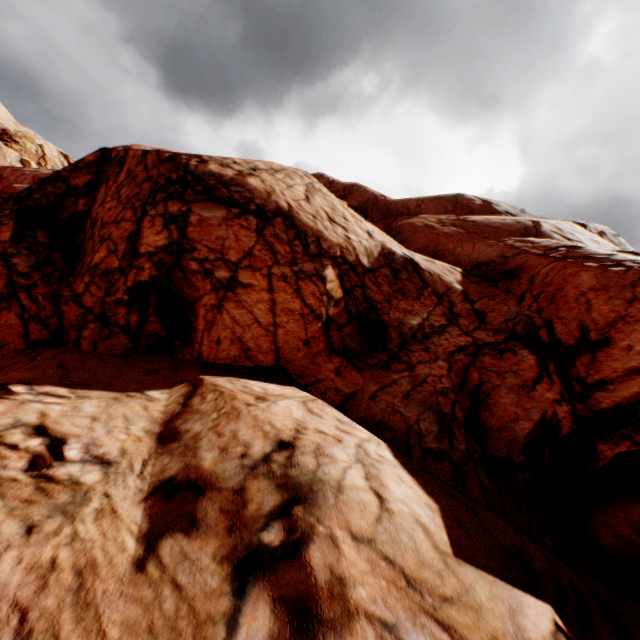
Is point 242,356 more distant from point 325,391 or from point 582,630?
point 582,630
